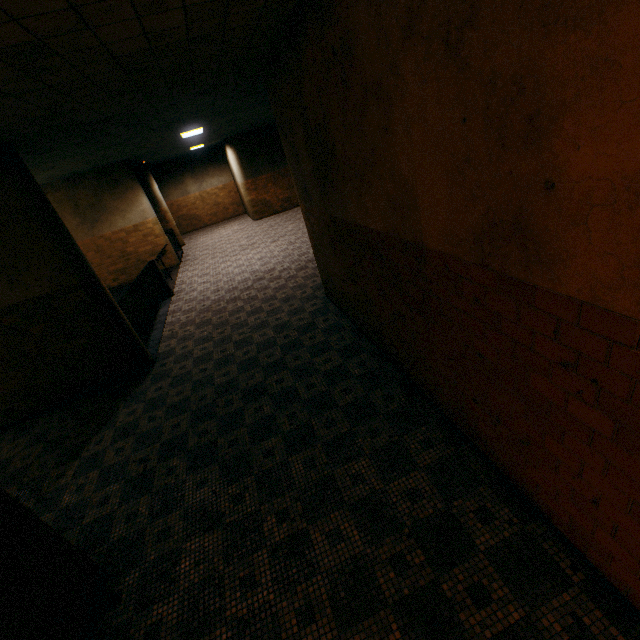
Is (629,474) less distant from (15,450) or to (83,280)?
(83,280)

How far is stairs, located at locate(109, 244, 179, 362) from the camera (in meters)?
8.00

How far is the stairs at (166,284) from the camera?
8.0m
